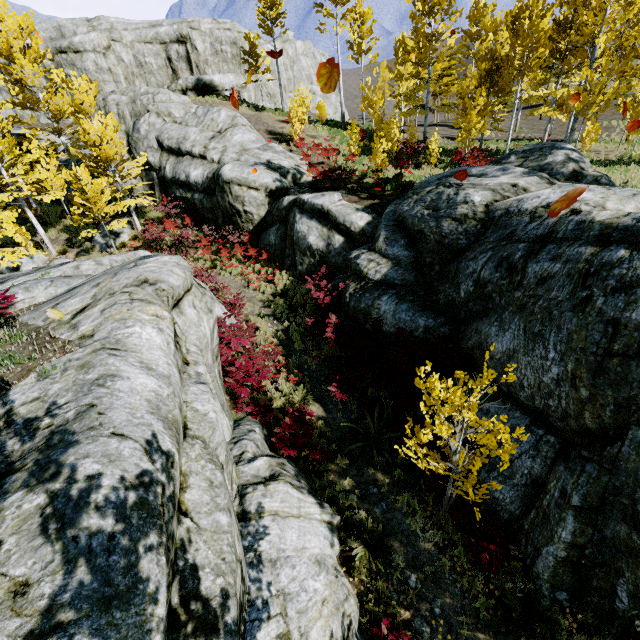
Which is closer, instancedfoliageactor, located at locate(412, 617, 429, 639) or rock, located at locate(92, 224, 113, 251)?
instancedfoliageactor, located at locate(412, 617, 429, 639)

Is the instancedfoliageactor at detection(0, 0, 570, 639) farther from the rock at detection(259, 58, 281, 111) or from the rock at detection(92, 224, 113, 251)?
the rock at detection(92, 224, 113, 251)

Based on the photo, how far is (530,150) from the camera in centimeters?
1136cm

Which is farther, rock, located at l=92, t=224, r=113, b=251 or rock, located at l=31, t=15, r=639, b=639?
rock, located at l=92, t=224, r=113, b=251

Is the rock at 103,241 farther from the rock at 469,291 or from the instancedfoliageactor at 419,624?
the instancedfoliageactor at 419,624

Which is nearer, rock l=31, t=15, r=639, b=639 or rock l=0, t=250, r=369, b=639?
rock l=0, t=250, r=369, b=639

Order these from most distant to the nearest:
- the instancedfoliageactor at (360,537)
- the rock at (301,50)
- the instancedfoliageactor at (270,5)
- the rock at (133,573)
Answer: the rock at (301,50) < the instancedfoliageactor at (270,5) < the instancedfoliageactor at (360,537) < the rock at (133,573)

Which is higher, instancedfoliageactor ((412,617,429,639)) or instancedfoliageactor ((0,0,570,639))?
instancedfoliageactor ((0,0,570,639))
